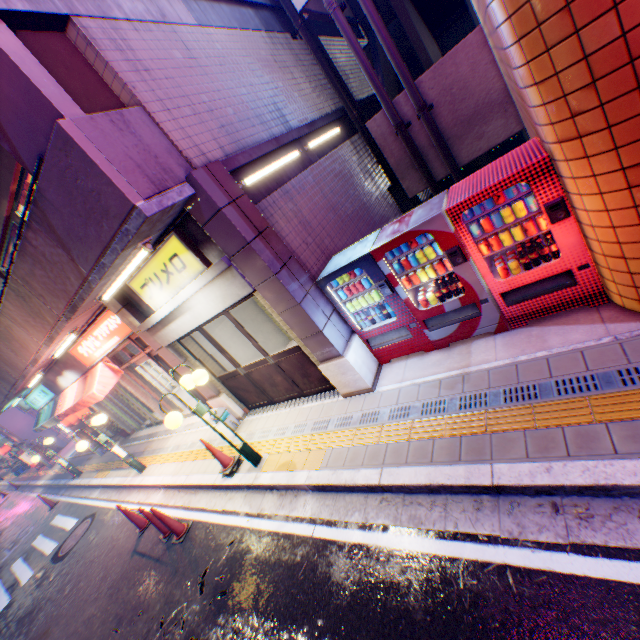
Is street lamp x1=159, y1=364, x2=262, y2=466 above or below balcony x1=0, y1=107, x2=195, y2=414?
below

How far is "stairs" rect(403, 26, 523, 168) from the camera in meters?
6.2

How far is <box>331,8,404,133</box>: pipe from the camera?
6.3m

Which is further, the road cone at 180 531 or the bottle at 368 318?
the road cone at 180 531

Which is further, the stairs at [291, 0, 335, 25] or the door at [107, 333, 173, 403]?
the door at [107, 333, 173, 403]

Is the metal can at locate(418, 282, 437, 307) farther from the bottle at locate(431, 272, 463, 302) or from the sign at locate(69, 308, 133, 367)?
the sign at locate(69, 308, 133, 367)

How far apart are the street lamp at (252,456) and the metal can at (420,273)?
3.7m

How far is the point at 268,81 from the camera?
6.8 meters
